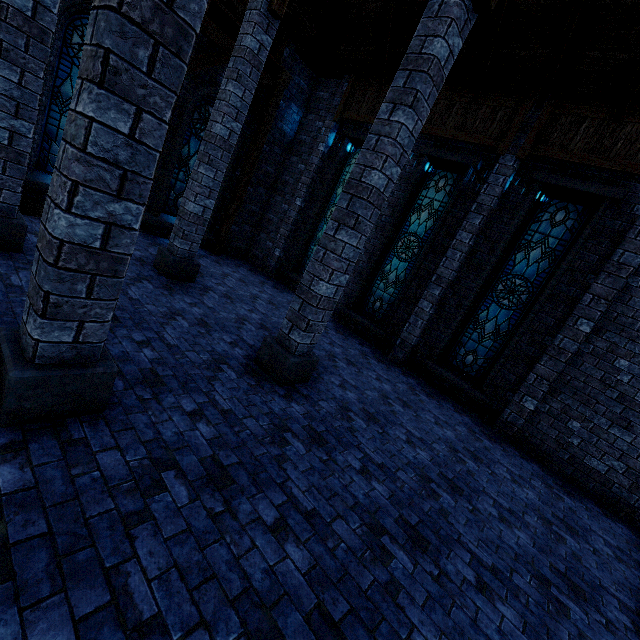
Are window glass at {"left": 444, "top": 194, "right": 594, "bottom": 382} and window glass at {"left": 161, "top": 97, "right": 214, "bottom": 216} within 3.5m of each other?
no

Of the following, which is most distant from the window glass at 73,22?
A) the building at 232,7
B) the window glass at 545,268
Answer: the window glass at 545,268

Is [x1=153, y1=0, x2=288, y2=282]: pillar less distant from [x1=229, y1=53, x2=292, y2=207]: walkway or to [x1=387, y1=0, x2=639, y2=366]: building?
[x1=387, y1=0, x2=639, y2=366]: building

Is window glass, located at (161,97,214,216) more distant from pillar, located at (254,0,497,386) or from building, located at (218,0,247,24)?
pillar, located at (254,0,497,386)

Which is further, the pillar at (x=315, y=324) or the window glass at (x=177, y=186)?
the window glass at (x=177, y=186)

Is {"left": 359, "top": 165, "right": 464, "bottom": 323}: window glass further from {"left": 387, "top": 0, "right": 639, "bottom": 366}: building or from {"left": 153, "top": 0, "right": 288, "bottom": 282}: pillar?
{"left": 153, "top": 0, "right": 288, "bottom": 282}: pillar

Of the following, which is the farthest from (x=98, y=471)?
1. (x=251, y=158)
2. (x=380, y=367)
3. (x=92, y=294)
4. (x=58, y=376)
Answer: (x=251, y=158)

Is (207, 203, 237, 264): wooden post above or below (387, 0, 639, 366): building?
below
